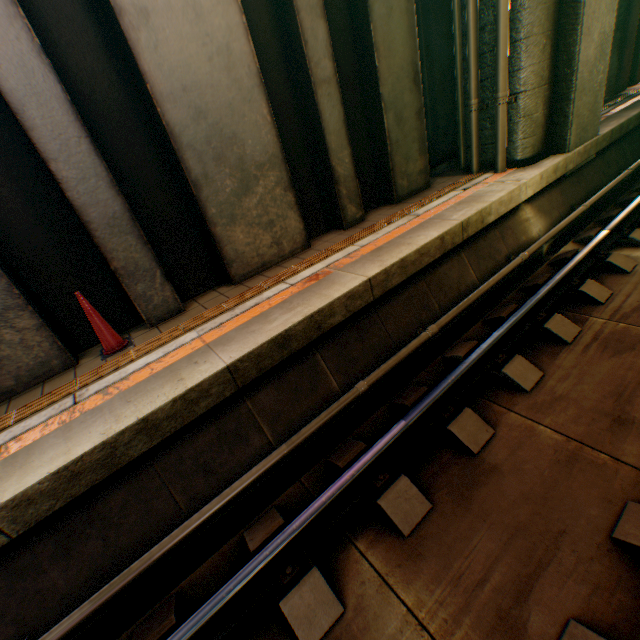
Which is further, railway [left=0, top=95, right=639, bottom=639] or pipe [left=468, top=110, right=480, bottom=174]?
pipe [left=468, top=110, right=480, bottom=174]

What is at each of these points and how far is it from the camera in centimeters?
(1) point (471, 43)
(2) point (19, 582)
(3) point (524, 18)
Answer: (1) pipe, 591cm
(2) railway, 252cm
(3) overpass support, 547cm

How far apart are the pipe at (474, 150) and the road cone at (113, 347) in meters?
7.3

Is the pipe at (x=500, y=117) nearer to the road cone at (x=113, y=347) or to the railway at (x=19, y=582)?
the railway at (x=19, y=582)

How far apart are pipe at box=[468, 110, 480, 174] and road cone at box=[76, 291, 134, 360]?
7.33m

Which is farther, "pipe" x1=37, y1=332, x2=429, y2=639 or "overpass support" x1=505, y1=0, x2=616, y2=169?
"overpass support" x1=505, y1=0, x2=616, y2=169

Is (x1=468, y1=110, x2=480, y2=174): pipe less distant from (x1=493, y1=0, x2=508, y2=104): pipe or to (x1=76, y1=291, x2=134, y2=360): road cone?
(x1=493, y1=0, x2=508, y2=104): pipe

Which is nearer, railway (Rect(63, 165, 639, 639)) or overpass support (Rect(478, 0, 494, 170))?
railway (Rect(63, 165, 639, 639))
